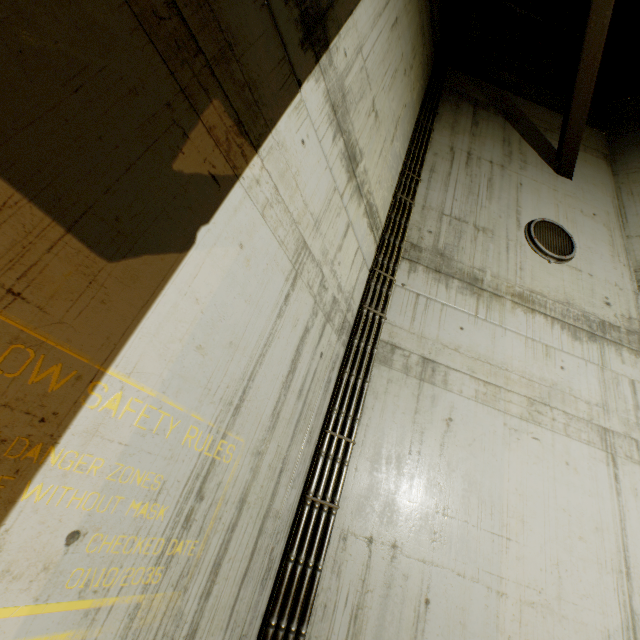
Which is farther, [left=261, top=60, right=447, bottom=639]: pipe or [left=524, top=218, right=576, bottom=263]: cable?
[left=524, top=218, right=576, bottom=263]: cable

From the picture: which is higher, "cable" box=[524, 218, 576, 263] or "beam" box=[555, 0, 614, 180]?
"beam" box=[555, 0, 614, 180]

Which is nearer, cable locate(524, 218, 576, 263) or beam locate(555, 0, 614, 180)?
beam locate(555, 0, 614, 180)

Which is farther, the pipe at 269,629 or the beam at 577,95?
the beam at 577,95

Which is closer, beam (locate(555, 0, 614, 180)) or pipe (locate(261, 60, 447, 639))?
pipe (locate(261, 60, 447, 639))

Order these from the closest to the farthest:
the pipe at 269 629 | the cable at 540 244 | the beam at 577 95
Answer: the pipe at 269 629 < the beam at 577 95 < the cable at 540 244

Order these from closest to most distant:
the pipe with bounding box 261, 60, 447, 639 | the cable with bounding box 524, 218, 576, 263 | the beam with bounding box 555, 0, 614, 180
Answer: the pipe with bounding box 261, 60, 447, 639 → the beam with bounding box 555, 0, 614, 180 → the cable with bounding box 524, 218, 576, 263

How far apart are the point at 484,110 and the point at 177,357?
7.58m
